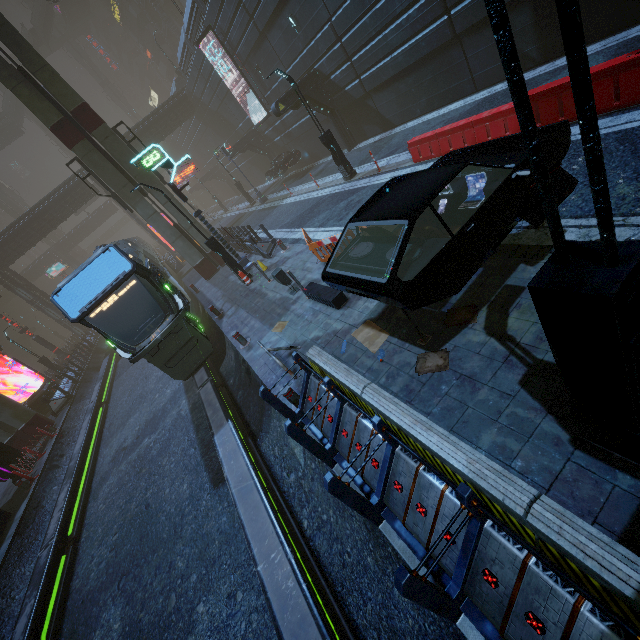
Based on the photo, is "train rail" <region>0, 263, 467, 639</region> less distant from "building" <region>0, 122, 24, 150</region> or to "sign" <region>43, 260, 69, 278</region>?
"sign" <region>43, 260, 69, 278</region>

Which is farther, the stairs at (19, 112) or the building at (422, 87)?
the stairs at (19, 112)

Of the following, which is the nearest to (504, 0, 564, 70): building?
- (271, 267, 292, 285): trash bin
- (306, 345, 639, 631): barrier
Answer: (306, 345, 639, 631): barrier

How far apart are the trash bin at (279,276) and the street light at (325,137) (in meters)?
8.30

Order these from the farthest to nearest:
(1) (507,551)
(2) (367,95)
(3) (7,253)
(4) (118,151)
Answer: (3) (7,253)
(2) (367,95)
(4) (118,151)
(1) (507,551)

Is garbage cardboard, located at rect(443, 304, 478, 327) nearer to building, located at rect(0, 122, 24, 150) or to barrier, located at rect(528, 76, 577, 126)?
barrier, located at rect(528, 76, 577, 126)

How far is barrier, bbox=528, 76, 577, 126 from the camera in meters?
7.6 m

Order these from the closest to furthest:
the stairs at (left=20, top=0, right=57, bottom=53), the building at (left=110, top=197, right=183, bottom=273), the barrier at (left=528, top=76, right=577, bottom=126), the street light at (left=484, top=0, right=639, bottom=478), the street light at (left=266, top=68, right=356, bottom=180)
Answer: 1. the street light at (left=484, top=0, right=639, bottom=478)
2. the barrier at (left=528, top=76, right=577, bottom=126)
3. the street light at (left=266, top=68, right=356, bottom=180)
4. the building at (left=110, top=197, right=183, bottom=273)
5. the stairs at (left=20, top=0, right=57, bottom=53)
